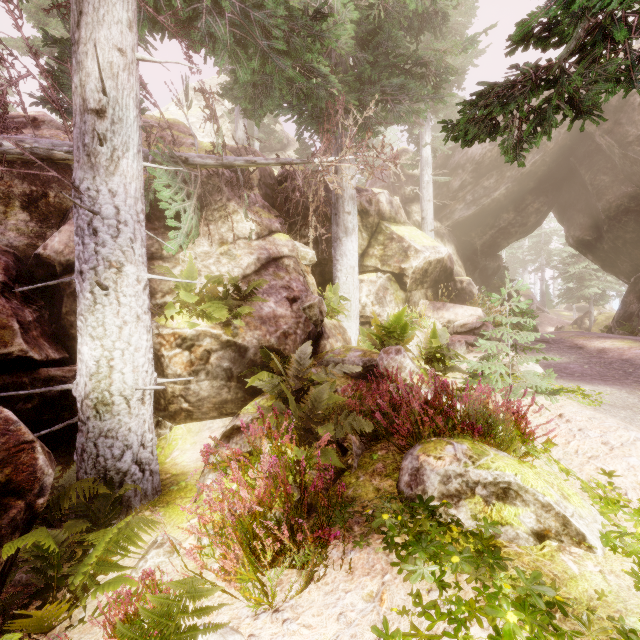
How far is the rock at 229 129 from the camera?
13.0m

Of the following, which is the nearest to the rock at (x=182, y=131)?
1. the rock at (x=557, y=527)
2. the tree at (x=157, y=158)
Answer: the tree at (x=157, y=158)

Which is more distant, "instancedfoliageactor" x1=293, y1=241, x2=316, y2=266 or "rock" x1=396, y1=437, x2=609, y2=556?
"instancedfoliageactor" x1=293, y1=241, x2=316, y2=266

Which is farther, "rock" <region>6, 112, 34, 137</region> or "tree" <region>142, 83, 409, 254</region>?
"rock" <region>6, 112, 34, 137</region>

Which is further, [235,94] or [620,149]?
[620,149]

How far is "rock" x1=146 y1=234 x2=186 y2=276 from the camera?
7.0 meters

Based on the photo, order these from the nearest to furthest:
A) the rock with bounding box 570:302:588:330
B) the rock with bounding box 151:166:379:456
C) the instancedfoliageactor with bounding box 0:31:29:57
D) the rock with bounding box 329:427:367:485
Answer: the rock with bounding box 329:427:367:485, the rock with bounding box 151:166:379:456, the instancedfoliageactor with bounding box 0:31:29:57, the rock with bounding box 570:302:588:330
